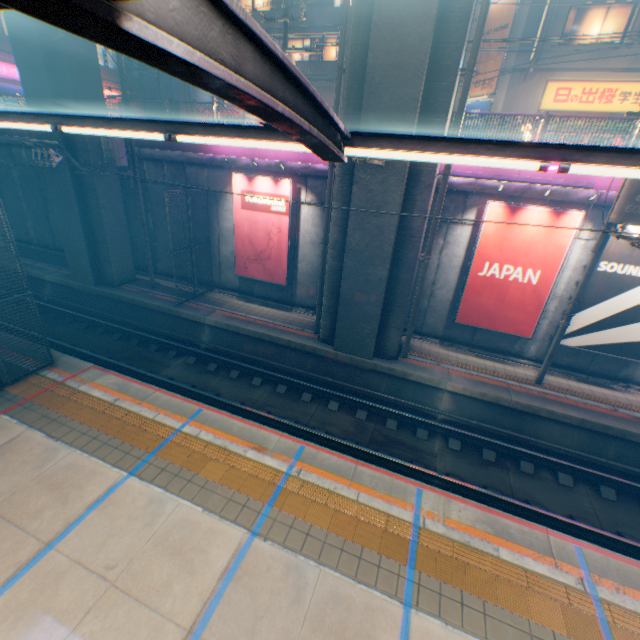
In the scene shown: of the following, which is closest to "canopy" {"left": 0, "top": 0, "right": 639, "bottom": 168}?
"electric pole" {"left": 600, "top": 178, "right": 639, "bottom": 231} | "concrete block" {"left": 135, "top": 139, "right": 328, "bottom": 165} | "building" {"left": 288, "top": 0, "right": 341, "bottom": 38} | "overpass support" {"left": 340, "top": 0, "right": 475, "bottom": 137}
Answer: "electric pole" {"left": 600, "top": 178, "right": 639, "bottom": 231}

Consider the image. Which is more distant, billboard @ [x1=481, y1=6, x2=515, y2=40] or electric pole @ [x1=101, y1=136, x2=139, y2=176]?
billboard @ [x1=481, y1=6, x2=515, y2=40]

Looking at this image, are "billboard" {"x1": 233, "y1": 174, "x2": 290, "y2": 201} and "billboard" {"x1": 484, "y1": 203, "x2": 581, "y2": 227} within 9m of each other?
yes

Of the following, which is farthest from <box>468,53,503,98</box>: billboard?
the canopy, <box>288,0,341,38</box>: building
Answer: the canopy

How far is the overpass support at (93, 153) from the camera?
13.2 meters

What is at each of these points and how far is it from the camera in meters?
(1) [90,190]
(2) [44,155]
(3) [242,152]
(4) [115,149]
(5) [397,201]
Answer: (1) overpass support, 14.0
(2) electric pole, 10.8
(3) concrete block, 13.7
(4) electric pole, 12.5
(5) overpass support, 9.4

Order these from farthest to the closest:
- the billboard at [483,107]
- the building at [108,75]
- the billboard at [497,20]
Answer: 1. the building at [108,75]
2. the billboard at [483,107]
3. the billboard at [497,20]

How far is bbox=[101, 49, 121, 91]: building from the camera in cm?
2995
